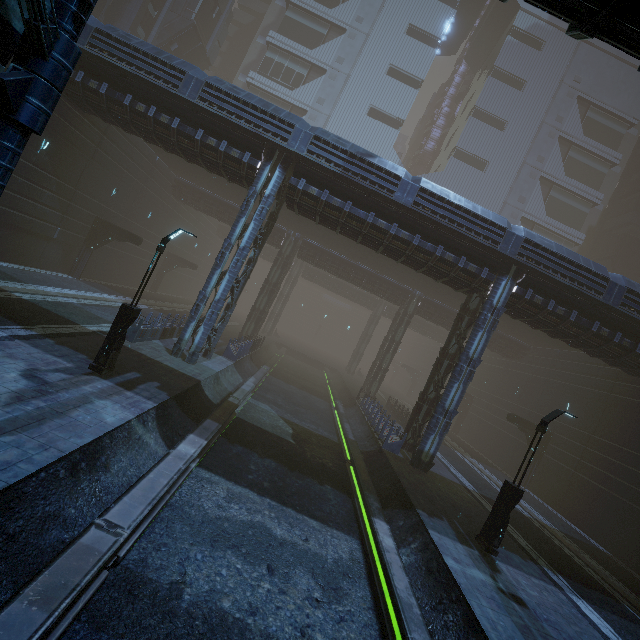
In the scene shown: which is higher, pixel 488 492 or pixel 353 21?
pixel 353 21

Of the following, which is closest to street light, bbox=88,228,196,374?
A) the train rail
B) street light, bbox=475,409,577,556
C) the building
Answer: the train rail

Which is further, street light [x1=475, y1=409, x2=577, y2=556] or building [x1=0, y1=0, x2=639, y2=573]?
building [x1=0, y1=0, x2=639, y2=573]

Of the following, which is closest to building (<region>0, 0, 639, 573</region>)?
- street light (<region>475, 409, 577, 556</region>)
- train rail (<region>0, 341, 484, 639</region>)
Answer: train rail (<region>0, 341, 484, 639</region>)

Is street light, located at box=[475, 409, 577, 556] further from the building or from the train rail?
the building

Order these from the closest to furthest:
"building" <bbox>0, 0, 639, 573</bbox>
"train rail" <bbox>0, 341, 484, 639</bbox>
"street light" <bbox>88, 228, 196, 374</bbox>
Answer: "train rail" <bbox>0, 341, 484, 639</bbox>
"street light" <bbox>88, 228, 196, 374</bbox>
"building" <bbox>0, 0, 639, 573</bbox>

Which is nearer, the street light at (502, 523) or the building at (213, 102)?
the street light at (502, 523)

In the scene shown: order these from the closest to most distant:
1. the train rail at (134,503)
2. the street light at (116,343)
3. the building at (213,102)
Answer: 1. the train rail at (134,503)
2. the street light at (116,343)
3. the building at (213,102)
